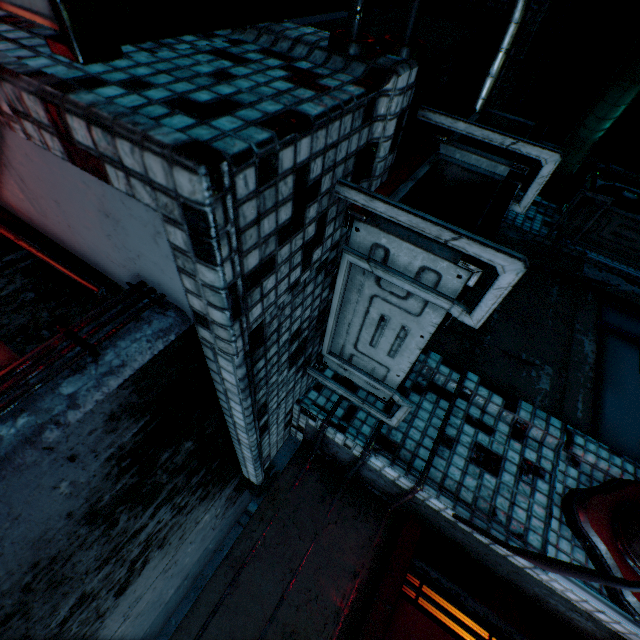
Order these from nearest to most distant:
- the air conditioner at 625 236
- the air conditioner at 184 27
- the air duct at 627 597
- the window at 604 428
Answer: the air conditioner at 184 27 → the air duct at 627 597 → the window at 604 428 → the air conditioner at 625 236

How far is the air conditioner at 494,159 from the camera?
0.9m

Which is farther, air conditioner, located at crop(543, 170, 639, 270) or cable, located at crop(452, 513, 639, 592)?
air conditioner, located at crop(543, 170, 639, 270)

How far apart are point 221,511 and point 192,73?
2.33m

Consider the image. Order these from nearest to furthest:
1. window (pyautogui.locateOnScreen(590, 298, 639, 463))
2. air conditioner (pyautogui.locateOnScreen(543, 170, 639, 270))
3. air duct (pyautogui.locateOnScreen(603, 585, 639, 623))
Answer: air duct (pyautogui.locateOnScreen(603, 585, 639, 623)), window (pyautogui.locateOnScreen(590, 298, 639, 463)), air conditioner (pyautogui.locateOnScreen(543, 170, 639, 270))

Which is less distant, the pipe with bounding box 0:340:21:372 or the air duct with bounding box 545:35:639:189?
the pipe with bounding box 0:340:21:372

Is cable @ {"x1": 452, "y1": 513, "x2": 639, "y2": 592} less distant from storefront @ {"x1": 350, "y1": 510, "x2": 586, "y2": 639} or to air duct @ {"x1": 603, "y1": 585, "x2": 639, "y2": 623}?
air duct @ {"x1": 603, "y1": 585, "x2": 639, "y2": 623}

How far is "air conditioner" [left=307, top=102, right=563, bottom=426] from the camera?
0.90m
